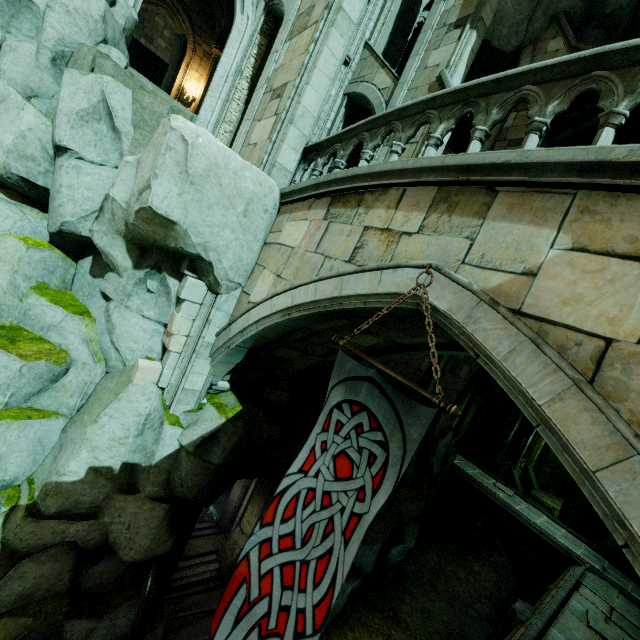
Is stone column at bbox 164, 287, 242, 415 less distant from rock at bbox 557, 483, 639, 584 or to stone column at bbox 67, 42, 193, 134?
stone column at bbox 67, 42, 193, 134

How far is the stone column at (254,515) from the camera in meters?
8.9 m

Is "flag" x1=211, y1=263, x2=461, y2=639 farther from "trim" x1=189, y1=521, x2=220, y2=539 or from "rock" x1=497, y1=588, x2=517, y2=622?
"rock" x1=497, y1=588, x2=517, y2=622

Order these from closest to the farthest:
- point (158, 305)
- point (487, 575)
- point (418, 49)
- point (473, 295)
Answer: point (473, 295), point (158, 305), point (418, 49), point (487, 575)

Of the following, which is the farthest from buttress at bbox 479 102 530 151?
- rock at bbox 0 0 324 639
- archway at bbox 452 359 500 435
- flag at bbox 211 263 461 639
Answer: flag at bbox 211 263 461 639

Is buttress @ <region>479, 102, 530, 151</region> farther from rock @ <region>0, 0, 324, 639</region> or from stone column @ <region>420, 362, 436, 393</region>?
rock @ <region>0, 0, 324, 639</region>

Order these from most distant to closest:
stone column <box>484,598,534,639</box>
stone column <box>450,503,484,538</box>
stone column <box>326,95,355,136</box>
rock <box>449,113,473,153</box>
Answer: stone column <box>450,503,484,538</box> < rock <box>449,113,473,153</box> < stone column <box>326,95,355,136</box> < stone column <box>484,598,534,639</box>

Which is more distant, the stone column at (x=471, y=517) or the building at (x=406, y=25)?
the stone column at (x=471, y=517)
